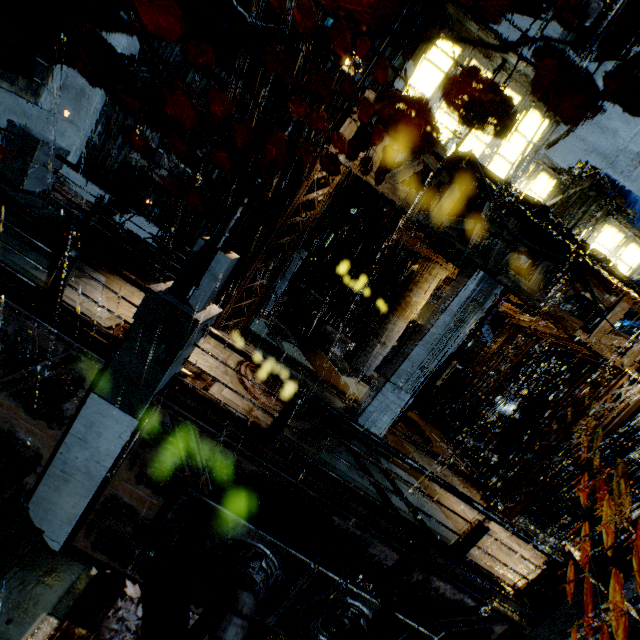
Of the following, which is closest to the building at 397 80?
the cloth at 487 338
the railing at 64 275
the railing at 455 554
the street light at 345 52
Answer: the cloth at 487 338

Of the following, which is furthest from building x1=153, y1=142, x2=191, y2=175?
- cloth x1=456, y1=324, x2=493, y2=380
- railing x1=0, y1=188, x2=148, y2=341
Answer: railing x1=0, y1=188, x2=148, y2=341

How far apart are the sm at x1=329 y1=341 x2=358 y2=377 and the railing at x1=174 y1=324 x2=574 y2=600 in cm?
667

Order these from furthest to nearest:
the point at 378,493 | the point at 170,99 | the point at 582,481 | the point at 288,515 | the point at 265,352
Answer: the point at 582,481 < the point at 170,99 < the point at 265,352 < the point at 378,493 < the point at 288,515

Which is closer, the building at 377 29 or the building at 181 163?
the building at 377 29

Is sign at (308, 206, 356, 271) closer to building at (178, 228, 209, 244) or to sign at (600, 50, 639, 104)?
building at (178, 228, 209, 244)

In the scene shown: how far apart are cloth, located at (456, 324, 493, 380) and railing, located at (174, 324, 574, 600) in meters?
9.5

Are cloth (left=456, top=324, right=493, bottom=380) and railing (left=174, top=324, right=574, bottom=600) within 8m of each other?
no
